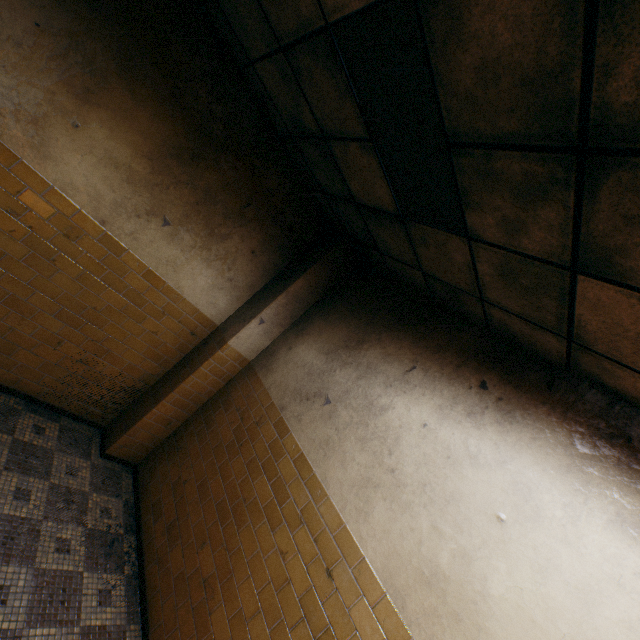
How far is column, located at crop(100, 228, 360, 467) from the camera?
3.91m

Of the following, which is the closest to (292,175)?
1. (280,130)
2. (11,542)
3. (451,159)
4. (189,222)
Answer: (280,130)

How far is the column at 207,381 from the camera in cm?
391
